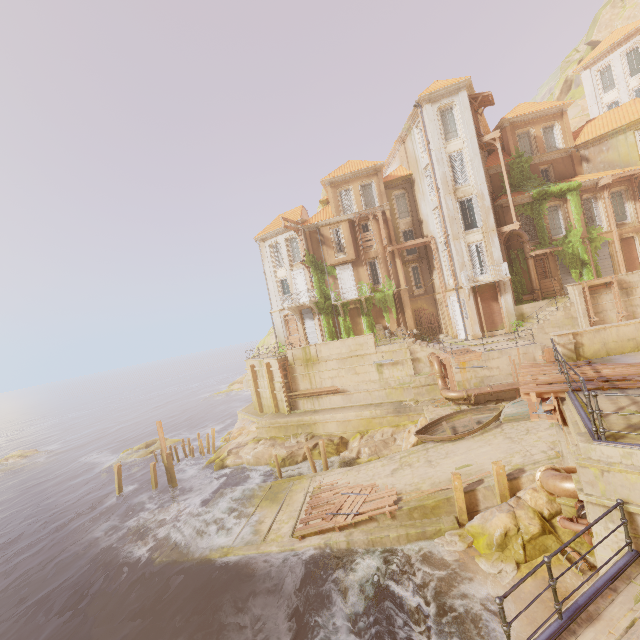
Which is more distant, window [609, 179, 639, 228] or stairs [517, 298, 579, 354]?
window [609, 179, 639, 228]

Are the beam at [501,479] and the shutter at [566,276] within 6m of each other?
no

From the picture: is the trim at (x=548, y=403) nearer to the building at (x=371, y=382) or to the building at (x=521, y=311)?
the building at (x=371, y=382)

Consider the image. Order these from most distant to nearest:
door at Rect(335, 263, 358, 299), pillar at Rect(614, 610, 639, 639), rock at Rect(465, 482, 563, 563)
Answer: door at Rect(335, 263, 358, 299) < rock at Rect(465, 482, 563, 563) < pillar at Rect(614, 610, 639, 639)

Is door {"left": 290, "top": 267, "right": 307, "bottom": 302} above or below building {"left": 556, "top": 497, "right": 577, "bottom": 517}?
above

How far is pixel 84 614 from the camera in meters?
15.0 m

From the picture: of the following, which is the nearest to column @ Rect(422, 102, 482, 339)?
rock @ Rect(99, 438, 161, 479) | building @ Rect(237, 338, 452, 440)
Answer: building @ Rect(237, 338, 452, 440)

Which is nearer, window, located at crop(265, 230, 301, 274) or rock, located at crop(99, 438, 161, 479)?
rock, located at crop(99, 438, 161, 479)
